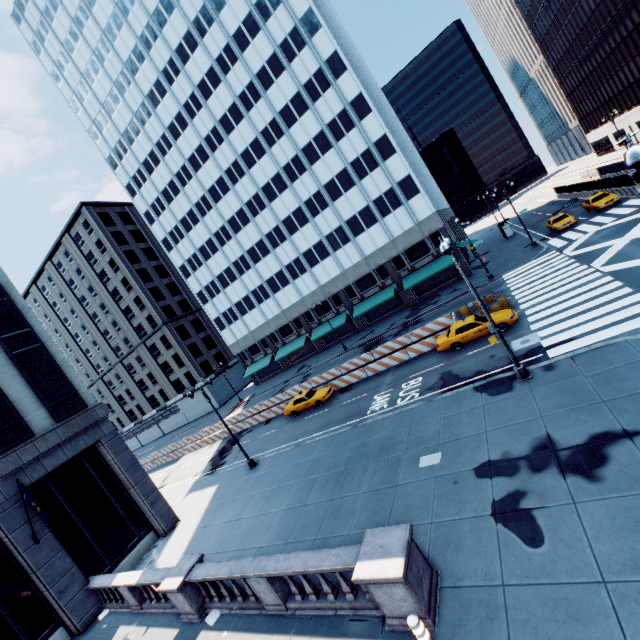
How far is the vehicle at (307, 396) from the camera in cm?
2750

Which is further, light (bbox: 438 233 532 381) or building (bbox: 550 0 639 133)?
building (bbox: 550 0 639 133)

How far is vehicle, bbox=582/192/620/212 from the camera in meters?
31.3 m

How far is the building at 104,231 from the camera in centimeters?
5812cm

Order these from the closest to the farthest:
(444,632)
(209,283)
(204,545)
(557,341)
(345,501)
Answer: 1. (444,632)
2. (345,501)
3. (557,341)
4. (204,545)
5. (209,283)

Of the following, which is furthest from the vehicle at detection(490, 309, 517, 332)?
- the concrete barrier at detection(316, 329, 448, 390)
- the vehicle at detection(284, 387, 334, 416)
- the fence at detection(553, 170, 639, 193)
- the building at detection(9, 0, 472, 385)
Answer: the fence at detection(553, 170, 639, 193)

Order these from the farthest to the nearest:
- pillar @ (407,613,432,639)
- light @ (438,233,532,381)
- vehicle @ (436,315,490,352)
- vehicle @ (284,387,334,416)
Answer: vehicle @ (284,387,334,416), vehicle @ (436,315,490,352), light @ (438,233,532,381), pillar @ (407,613,432,639)

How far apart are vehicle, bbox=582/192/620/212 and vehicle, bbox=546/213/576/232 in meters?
1.5
